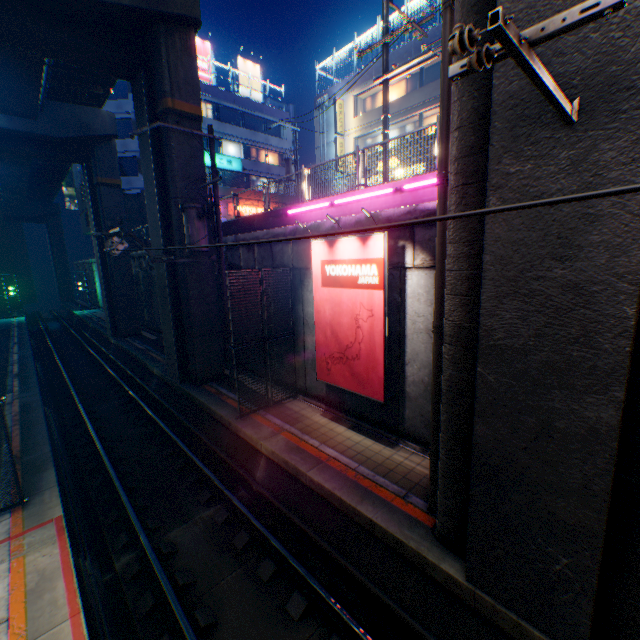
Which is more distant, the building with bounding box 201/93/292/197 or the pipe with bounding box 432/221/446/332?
the building with bounding box 201/93/292/197

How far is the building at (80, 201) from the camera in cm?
3621

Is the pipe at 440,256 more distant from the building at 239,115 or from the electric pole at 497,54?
the building at 239,115

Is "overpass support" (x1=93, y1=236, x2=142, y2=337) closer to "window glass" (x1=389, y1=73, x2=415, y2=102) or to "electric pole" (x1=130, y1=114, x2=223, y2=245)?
"electric pole" (x1=130, y1=114, x2=223, y2=245)

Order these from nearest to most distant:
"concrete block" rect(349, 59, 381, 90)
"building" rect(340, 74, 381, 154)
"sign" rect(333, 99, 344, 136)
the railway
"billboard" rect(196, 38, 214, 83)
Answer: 1. the railway
2. "concrete block" rect(349, 59, 381, 90)
3. "building" rect(340, 74, 381, 154)
4. "sign" rect(333, 99, 344, 136)
5. "billboard" rect(196, 38, 214, 83)

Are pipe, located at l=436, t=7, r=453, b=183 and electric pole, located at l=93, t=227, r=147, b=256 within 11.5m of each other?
yes

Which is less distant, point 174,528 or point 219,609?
point 219,609

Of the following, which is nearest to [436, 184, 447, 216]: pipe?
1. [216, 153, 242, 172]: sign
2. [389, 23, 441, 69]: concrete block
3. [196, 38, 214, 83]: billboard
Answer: [389, 23, 441, 69]: concrete block
